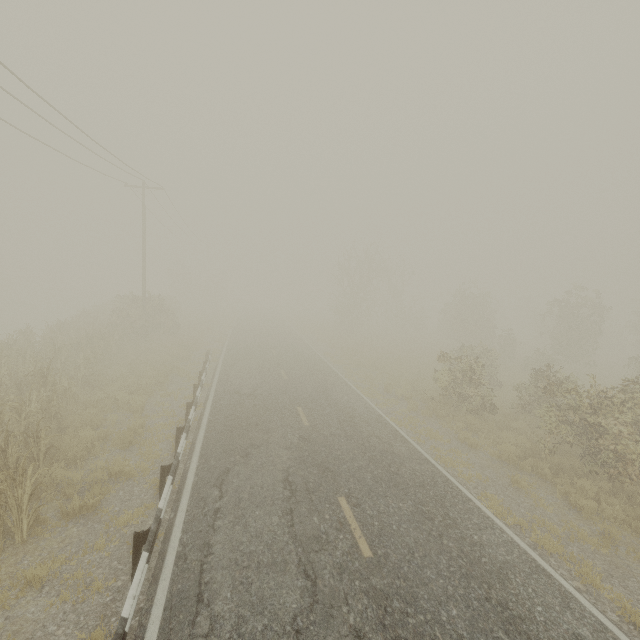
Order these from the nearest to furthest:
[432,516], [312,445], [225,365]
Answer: [432,516] < [312,445] < [225,365]

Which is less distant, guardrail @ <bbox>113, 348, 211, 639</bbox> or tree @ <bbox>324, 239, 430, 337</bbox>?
guardrail @ <bbox>113, 348, 211, 639</bbox>

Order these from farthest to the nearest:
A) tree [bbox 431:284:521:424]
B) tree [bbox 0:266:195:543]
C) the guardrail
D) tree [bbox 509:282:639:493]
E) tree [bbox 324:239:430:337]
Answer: tree [bbox 324:239:430:337] → tree [bbox 431:284:521:424] → tree [bbox 509:282:639:493] → tree [bbox 0:266:195:543] → the guardrail

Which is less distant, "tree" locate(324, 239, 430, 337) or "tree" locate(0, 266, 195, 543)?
"tree" locate(0, 266, 195, 543)

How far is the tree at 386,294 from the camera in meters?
37.8 m

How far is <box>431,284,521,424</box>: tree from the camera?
14.6 meters

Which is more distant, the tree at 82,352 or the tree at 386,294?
the tree at 386,294
